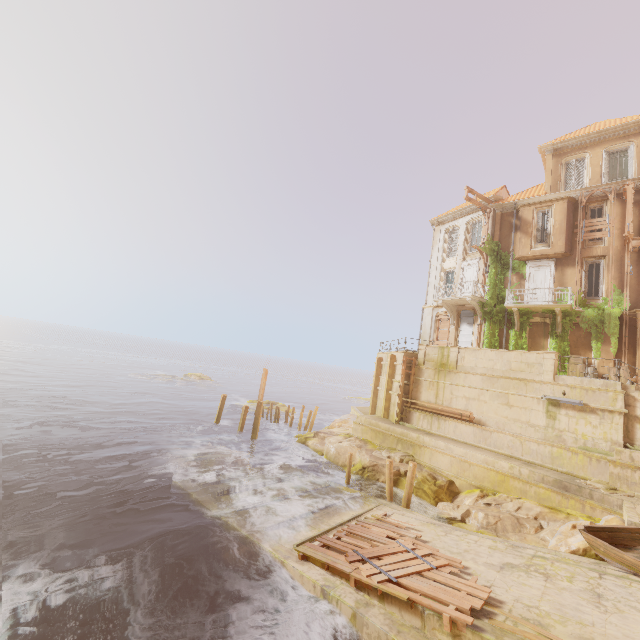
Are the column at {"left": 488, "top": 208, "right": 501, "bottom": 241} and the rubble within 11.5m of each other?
no

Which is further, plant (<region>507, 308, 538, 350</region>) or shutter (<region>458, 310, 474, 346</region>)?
shutter (<region>458, 310, 474, 346</region>)

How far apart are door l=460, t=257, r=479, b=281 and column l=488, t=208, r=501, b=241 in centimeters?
50cm

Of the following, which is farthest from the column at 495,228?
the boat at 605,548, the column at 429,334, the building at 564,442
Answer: the boat at 605,548

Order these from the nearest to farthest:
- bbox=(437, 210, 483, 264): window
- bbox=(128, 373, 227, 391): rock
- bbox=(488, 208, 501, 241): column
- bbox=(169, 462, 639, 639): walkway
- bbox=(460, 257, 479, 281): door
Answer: bbox=(169, 462, 639, 639): walkway < bbox=(488, 208, 501, 241): column < bbox=(460, 257, 479, 281): door < bbox=(437, 210, 483, 264): window < bbox=(128, 373, 227, 391): rock

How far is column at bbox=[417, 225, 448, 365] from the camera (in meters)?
22.55

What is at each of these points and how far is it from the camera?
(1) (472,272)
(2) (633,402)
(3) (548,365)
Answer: (1) door, 25.9m
(2) stairs, 14.0m
(3) column, 16.5m

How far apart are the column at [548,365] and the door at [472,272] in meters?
9.2 m
